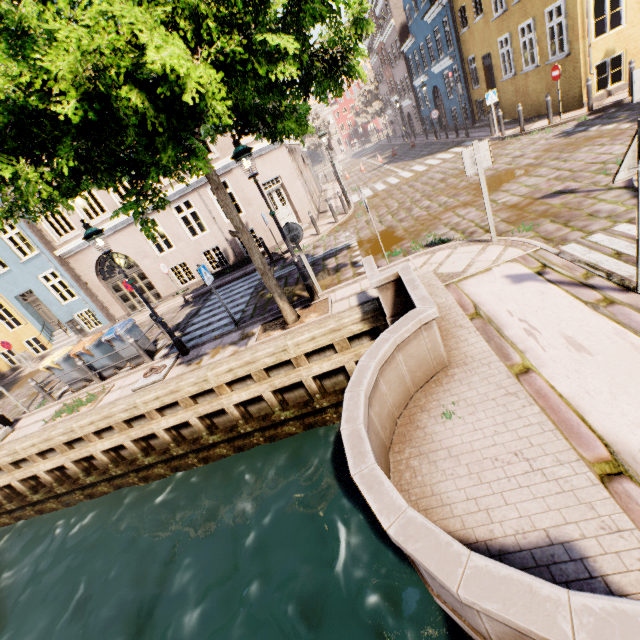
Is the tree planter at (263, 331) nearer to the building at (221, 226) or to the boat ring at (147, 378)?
the boat ring at (147, 378)

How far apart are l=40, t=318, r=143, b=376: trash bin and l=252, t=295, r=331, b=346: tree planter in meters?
5.8

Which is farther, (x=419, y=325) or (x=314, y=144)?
(x=314, y=144)

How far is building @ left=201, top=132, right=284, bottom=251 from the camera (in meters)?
13.84

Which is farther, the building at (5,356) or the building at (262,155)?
the building at (5,356)

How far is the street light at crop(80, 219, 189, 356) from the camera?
7.2m

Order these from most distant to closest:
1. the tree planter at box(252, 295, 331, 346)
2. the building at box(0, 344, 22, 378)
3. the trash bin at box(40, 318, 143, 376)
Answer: the building at box(0, 344, 22, 378) → the trash bin at box(40, 318, 143, 376) → the tree planter at box(252, 295, 331, 346)

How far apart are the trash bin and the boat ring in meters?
2.2
